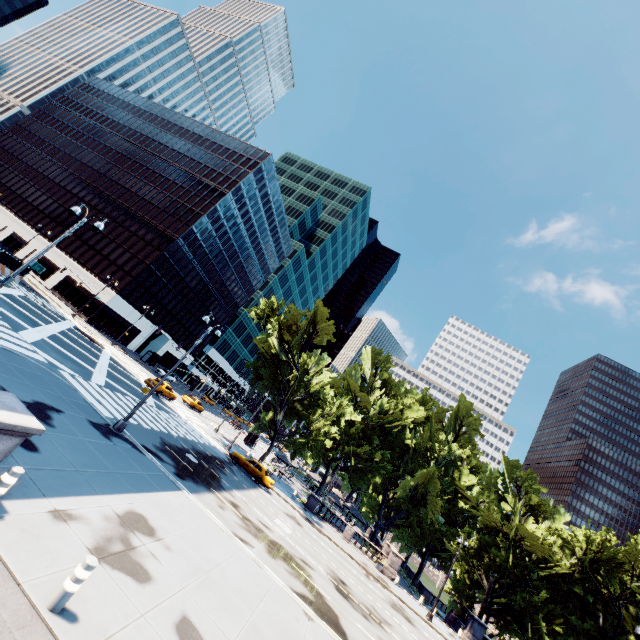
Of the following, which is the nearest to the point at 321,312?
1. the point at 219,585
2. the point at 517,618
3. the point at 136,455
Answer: the point at 136,455

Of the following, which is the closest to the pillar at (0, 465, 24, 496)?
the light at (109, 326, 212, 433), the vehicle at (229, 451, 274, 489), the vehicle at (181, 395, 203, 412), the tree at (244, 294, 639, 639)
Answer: the light at (109, 326, 212, 433)

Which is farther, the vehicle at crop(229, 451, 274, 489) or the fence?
the fence

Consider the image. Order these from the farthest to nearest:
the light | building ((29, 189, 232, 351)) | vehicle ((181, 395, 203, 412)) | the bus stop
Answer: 1. the bus stop
2. building ((29, 189, 232, 351))
3. vehicle ((181, 395, 203, 412))
4. the light

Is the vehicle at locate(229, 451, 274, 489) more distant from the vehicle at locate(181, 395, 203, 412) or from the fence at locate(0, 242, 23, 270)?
the fence at locate(0, 242, 23, 270)

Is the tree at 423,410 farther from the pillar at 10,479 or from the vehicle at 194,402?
the pillar at 10,479

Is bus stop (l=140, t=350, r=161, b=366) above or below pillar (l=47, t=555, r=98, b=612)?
above

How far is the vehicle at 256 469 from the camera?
30.1 meters
